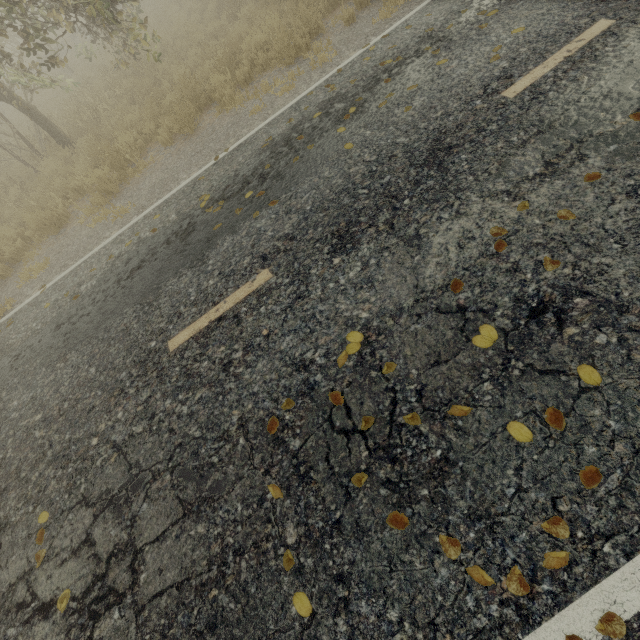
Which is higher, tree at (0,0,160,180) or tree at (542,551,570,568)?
tree at (0,0,160,180)

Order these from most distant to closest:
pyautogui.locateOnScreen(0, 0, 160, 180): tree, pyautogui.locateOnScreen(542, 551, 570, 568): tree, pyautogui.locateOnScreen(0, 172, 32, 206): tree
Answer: pyautogui.locateOnScreen(0, 172, 32, 206): tree, pyautogui.locateOnScreen(0, 0, 160, 180): tree, pyautogui.locateOnScreen(542, 551, 570, 568): tree

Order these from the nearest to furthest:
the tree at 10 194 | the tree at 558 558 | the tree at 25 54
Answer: the tree at 558 558, the tree at 25 54, the tree at 10 194

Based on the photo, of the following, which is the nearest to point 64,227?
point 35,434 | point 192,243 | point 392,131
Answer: point 192,243

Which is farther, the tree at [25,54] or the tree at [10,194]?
the tree at [10,194]

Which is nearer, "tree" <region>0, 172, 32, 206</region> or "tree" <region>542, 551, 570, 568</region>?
"tree" <region>542, 551, 570, 568</region>

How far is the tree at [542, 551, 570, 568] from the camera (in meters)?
1.85
